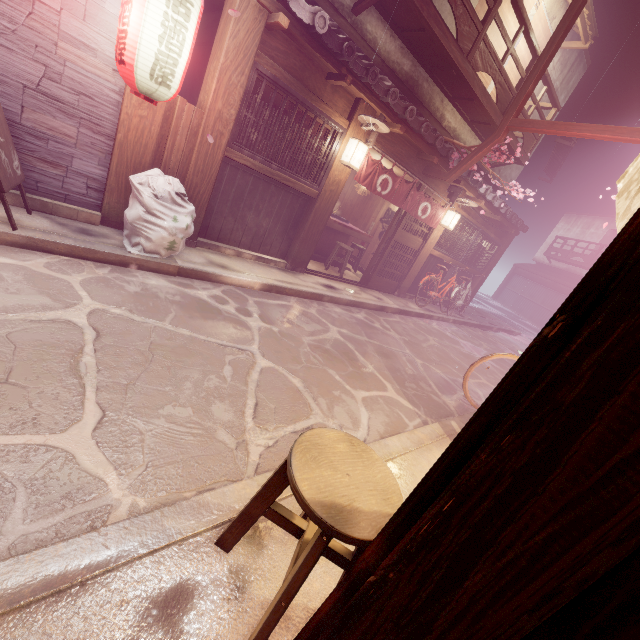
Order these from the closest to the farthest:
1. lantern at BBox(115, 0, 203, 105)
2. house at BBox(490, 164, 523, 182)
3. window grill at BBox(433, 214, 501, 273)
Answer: lantern at BBox(115, 0, 203, 105), window grill at BBox(433, 214, 501, 273), house at BBox(490, 164, 523, 182)

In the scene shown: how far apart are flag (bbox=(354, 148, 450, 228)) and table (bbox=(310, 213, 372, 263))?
3.5 meters

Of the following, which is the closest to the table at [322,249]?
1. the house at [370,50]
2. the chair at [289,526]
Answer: the chair at [289,526]

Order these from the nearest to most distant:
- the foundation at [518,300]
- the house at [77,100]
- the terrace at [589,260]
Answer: the house at [77,100], the terrace at [589,260], the foundation at [518,300]

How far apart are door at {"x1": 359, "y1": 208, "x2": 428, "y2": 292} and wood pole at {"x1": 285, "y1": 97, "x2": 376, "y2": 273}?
3.72m

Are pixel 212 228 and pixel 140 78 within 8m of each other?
yes

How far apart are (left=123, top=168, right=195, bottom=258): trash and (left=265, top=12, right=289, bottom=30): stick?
4.1m

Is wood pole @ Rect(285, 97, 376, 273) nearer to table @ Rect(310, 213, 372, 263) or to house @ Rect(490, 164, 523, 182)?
table @ Rect(310, 213, 372, 263)
